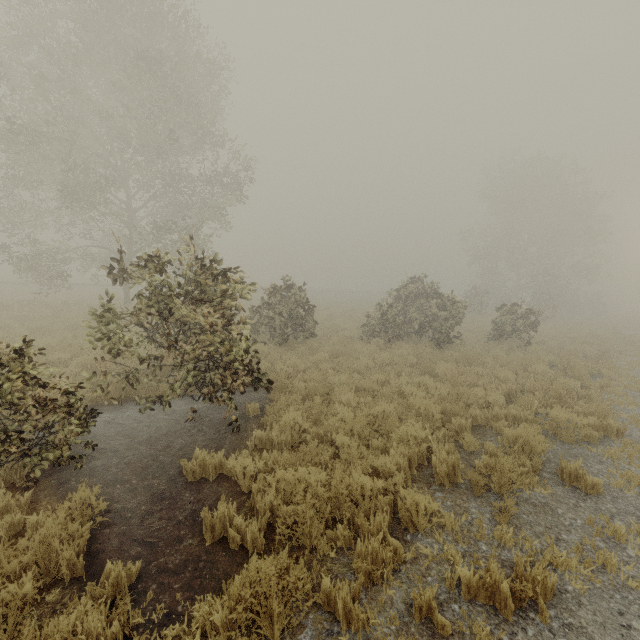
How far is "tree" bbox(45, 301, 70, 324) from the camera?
14.2 meters

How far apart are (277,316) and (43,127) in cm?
1366

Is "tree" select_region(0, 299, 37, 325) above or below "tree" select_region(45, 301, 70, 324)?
above

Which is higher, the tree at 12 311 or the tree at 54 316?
the tree at 12 311

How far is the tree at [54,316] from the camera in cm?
1419
